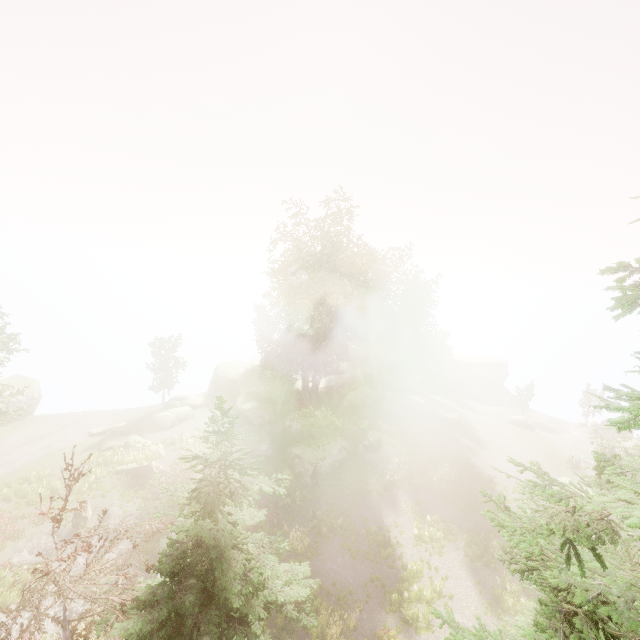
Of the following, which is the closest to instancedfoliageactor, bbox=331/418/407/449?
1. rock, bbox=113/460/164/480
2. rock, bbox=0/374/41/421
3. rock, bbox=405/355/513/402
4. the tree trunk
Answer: rock, bbox=0/374/41/421

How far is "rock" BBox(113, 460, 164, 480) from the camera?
25.1 meters

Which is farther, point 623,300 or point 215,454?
point 215,454

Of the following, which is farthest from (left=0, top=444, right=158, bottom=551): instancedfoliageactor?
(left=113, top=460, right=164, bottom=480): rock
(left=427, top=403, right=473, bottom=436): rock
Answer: (left=427, top=403, right=473, bottom=436): rock

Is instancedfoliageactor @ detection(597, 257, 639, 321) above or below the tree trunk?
above

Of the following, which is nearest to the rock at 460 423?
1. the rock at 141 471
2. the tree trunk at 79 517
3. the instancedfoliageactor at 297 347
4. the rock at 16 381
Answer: the instancedfoliageactor at 297 347

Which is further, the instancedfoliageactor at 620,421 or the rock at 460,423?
the rock at 460,423

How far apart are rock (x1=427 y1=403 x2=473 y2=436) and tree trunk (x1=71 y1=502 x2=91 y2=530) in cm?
3218
